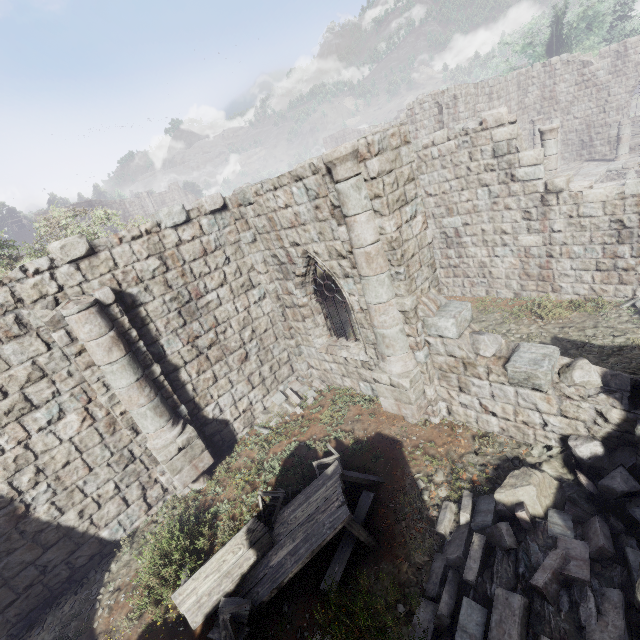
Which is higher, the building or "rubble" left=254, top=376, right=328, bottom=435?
the building

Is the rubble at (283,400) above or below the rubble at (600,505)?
below

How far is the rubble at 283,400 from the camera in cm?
1008

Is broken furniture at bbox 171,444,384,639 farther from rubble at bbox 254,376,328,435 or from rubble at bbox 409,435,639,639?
rubble at bbox 254,376,328,435

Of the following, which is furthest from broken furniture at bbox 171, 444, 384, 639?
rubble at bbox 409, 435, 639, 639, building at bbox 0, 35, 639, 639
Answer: building at bbox 0, 35, 639, 639

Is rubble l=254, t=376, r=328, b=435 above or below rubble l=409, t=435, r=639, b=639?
below

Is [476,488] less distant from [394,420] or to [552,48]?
[394,420]

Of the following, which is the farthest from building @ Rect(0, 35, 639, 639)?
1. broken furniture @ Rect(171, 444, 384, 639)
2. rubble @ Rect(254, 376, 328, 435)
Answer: broken furniture @ Rect(171, 444, 384, 639)
